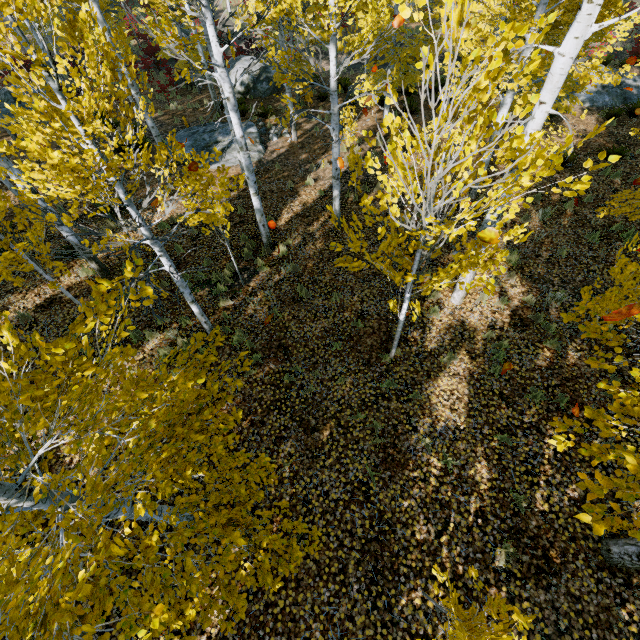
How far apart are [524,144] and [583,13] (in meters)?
1.70

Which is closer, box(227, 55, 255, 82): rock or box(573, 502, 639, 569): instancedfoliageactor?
box(573, 502, 639, 569): instancedfoliageactor

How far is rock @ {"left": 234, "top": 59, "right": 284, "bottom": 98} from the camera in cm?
1772

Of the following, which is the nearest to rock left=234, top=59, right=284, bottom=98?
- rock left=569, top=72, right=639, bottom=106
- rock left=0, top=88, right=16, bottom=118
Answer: rock left=0, top=88, right=16, bottom=118

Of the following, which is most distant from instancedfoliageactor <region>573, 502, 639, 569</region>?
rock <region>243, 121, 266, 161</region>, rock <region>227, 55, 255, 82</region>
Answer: rock <region>227, 55, 255, 82</region>

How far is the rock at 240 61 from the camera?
17.7m

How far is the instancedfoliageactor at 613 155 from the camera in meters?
2.3
